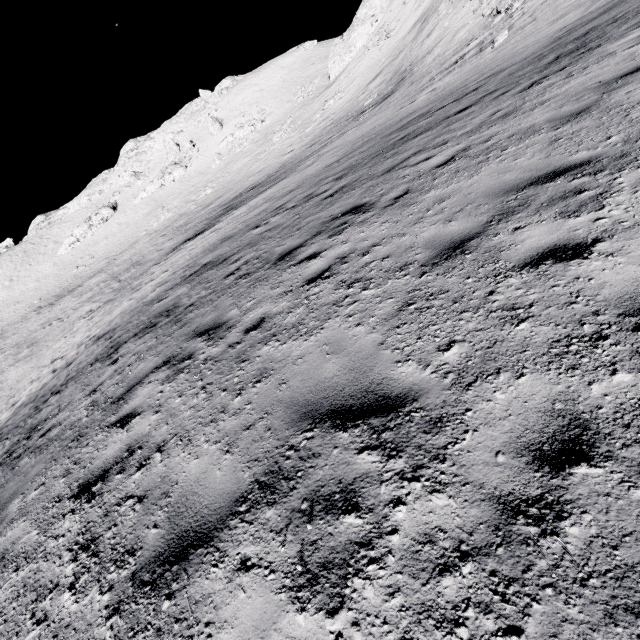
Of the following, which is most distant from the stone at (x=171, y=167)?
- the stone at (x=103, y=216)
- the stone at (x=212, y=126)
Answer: the stone at (x=212, y=126)

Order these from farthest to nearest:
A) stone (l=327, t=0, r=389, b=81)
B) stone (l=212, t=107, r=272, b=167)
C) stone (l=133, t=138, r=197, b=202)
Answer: stone (l=133, t=138, r=197, b=202) < stone (l=212, t=107, r=272, b=167) < stone (l=327, t=0, r=389, b=81)

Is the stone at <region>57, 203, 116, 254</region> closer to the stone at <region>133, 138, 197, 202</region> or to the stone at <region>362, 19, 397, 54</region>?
the stone at <region>133, 138, 197, 202</region>

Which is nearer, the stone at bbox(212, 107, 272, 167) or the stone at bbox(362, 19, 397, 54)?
the stone at bbox(362, 19, 397, 54)

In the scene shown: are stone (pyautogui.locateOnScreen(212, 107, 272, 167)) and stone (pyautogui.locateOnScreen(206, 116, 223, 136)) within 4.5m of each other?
yes

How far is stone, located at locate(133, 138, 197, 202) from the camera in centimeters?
5594cm

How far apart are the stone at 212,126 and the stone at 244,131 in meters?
3.5

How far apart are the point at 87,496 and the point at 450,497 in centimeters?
406cm
